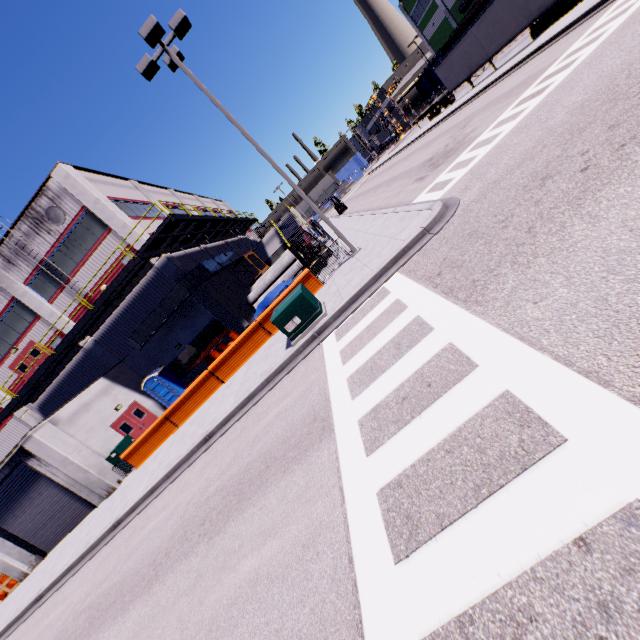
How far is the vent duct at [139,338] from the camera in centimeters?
2031cm

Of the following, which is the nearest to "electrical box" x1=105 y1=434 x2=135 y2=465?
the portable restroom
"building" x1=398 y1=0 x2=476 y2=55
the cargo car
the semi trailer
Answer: "building" x1=398 y1=0 x2=476 y2=55

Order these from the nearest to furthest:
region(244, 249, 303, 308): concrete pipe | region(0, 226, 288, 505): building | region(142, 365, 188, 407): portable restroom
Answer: region(0, 226, 288, 505): building → region(142, 365, 188, 407): portable restroom → region(244, 249, 303, 308): concrete pipe

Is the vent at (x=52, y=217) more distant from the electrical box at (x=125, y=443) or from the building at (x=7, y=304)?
the electrical box at (x=125, y=443)

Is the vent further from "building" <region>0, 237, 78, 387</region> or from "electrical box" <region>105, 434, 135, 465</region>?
"electrical box" <region>105, 434, 135, 465</region>

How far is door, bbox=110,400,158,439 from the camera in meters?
19.2 m

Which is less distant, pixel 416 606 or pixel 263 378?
pixel 416 606

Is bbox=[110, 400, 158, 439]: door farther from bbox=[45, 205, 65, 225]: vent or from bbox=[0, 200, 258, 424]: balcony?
bbox=[45, 205, 65, 225]: vent
